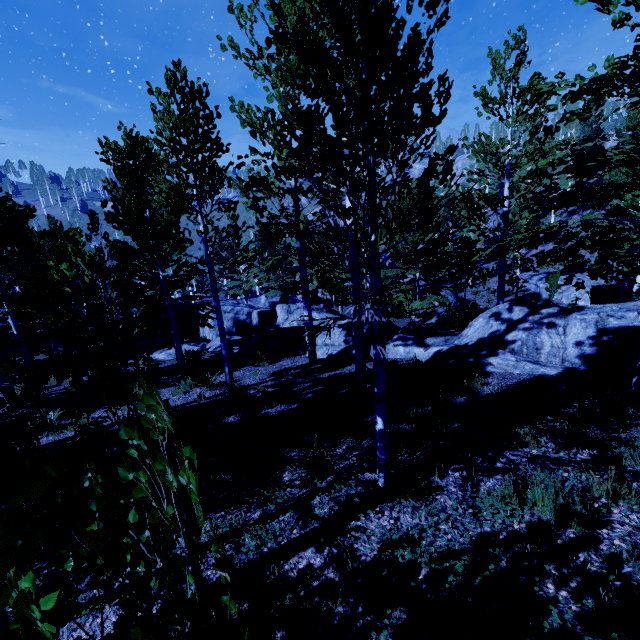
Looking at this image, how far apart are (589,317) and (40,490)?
11.36m

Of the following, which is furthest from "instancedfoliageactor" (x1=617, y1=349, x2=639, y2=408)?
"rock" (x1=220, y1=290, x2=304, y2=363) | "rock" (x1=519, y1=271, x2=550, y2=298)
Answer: "rock" (x1=220, y1=290, x2=304, y2=363)

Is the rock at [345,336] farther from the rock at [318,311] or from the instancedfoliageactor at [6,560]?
the rock at [318,311]

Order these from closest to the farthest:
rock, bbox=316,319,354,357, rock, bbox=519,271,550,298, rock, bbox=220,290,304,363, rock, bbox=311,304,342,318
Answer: rock, bbox=316,319,354,357
rock, bbox=220,290,304,363
rock, bbox=311,304,342,318
rock, bbox=519,271,550,298

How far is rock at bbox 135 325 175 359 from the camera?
17.2m

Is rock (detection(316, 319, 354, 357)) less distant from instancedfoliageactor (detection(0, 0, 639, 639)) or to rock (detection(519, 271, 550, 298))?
instancedfoliageactor (detection(0, 0, 639, 639))
